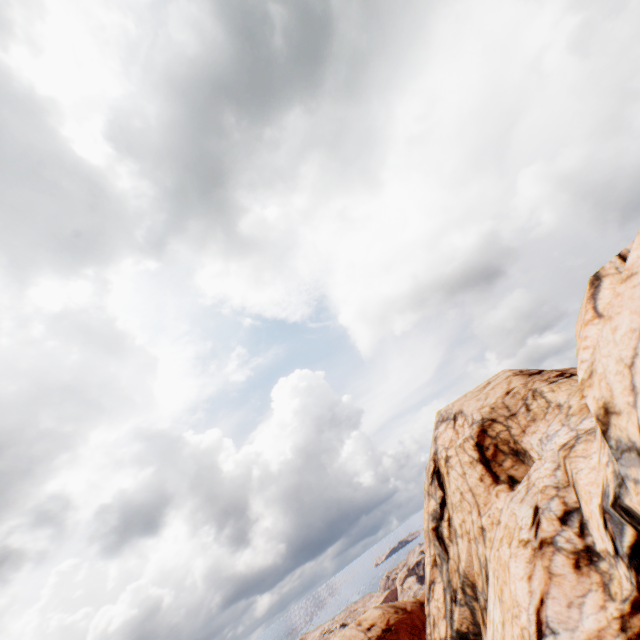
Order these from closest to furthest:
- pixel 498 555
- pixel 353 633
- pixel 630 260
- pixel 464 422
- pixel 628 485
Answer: pixel 630 260 → pixel 628 485 → pixel 498 555 → pixel 464 422 → pixel 353 633
